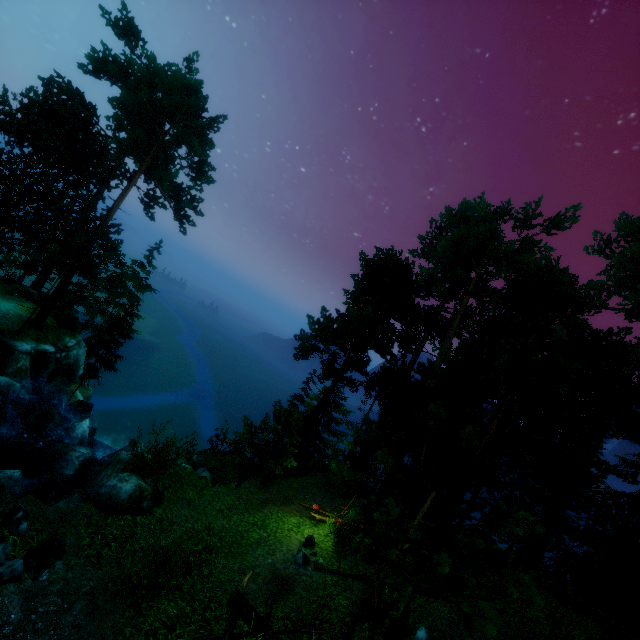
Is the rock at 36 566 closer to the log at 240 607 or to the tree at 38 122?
the log at 240 607

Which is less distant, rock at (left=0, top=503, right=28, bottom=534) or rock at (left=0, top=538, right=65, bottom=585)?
rock at (left=0, top=538, right=65, bottom=585)

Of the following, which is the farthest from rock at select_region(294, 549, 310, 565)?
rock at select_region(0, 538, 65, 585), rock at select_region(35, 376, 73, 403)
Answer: rock at select_region(35, 376, 73, 403)

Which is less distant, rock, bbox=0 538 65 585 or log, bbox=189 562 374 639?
rock, bbox=0 538 65 585

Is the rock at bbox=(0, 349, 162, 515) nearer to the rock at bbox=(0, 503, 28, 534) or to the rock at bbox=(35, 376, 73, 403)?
the rock at bbox=(0, 503, 28, 534)

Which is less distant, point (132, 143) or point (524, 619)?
point (524, 619)

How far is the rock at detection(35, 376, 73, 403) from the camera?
21.94m

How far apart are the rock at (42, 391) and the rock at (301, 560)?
19.7 meters
